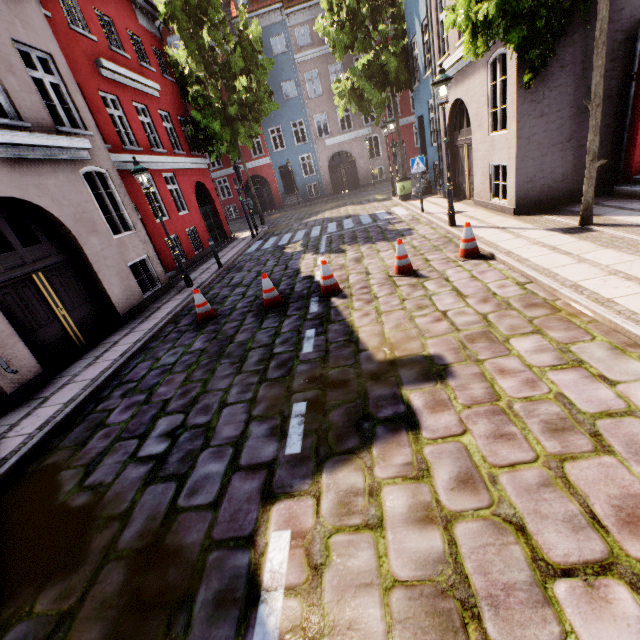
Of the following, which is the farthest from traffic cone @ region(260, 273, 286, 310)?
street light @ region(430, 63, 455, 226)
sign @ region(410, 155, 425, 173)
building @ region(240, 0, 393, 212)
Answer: sign @ region(410, 155, 425, 173)

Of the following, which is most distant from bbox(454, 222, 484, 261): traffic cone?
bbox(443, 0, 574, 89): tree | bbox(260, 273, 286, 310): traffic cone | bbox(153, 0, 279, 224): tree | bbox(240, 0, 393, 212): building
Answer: bbox(153, 0, 279, 224): tree

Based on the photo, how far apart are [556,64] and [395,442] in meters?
9.3

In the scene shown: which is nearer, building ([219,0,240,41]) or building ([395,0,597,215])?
building ([395,0,597,215])

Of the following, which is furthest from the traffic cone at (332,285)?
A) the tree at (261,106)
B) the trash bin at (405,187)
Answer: the tree at (261,106)

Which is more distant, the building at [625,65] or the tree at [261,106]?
the tree at [261,106]

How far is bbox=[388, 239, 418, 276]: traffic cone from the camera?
6.84m

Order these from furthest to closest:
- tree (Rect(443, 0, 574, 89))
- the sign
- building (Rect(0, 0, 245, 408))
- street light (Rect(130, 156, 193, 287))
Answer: the sign
street light (Rect(130, 156, 193, 287))
building (Rect(0, 0, 245, 408))
tree (Rect(443, 0, 574, 89))
